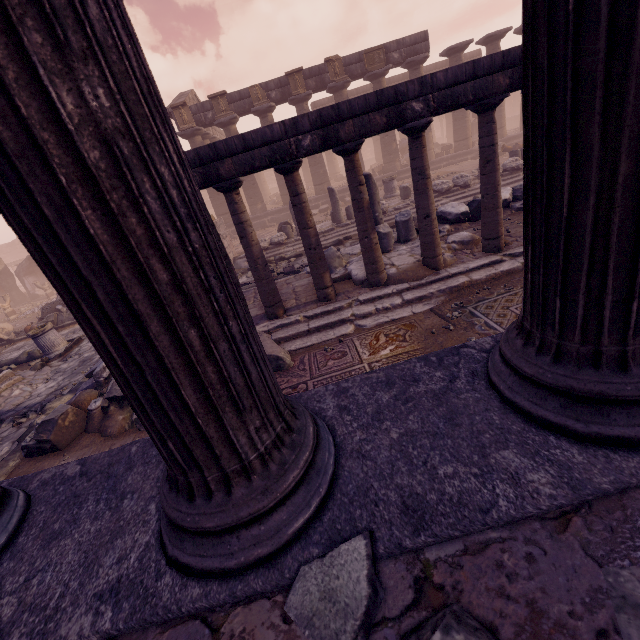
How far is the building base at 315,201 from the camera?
20.25m

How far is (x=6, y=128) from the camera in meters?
0.6 m

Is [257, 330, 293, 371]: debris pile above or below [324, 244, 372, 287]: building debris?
below

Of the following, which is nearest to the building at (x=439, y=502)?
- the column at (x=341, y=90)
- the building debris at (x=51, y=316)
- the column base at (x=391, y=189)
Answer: the building debris at (x=51, y=316)

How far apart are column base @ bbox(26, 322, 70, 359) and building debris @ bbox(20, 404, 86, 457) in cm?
521

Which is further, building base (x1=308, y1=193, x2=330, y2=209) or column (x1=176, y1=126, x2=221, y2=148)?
building base (x1=308, y1=193, x2=330, y2=209)

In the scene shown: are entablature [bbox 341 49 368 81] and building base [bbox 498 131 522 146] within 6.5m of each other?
yes

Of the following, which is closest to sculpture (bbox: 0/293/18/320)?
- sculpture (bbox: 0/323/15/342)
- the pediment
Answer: sculpture (bbox: 0/323/15/342)
